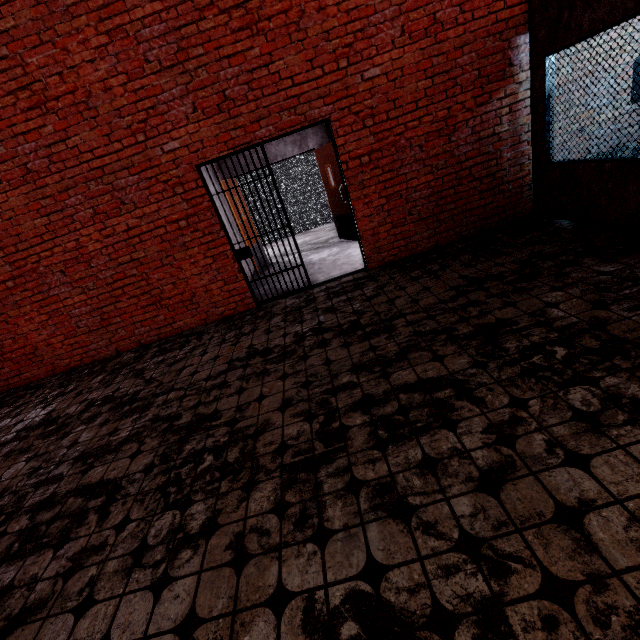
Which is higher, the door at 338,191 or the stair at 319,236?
the door at 338,191

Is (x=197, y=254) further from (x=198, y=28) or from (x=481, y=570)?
(x=481, y=570)

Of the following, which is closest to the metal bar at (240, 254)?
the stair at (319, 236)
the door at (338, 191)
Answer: the door at (338, 191)

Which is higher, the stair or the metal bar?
the metal bar

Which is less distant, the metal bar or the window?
the window

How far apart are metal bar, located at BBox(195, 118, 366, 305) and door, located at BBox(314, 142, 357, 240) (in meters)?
2.14

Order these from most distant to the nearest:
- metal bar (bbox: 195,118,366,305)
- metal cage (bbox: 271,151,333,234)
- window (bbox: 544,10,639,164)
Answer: metal cage (bbox: 271,151,333,234) < metal bar (bbox: 195,118,366,305) < window (bbox: 544,10,639,164)

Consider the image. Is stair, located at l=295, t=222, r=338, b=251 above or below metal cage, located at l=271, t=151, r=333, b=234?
below
